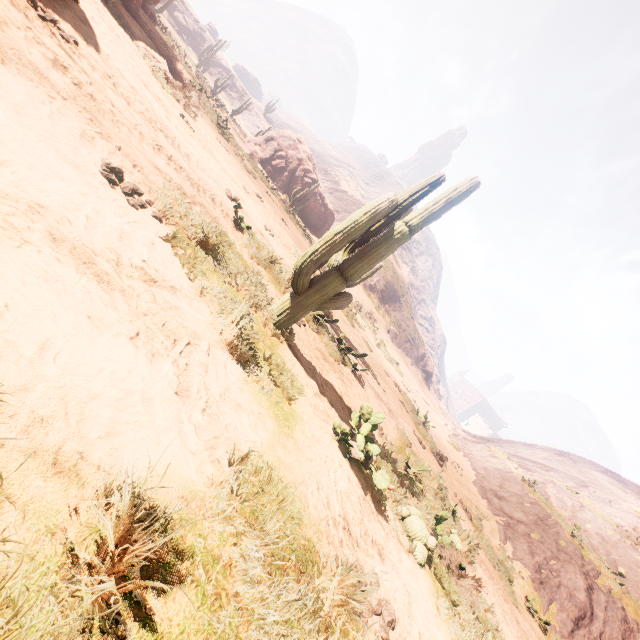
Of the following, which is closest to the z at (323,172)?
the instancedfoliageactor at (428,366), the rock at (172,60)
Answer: the instancedfoliageactor at (428,366)

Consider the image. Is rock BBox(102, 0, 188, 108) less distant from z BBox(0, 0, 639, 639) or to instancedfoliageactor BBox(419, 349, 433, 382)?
z BBox(0, 0, 639, 639)

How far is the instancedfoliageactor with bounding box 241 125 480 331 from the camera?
4.3 meters

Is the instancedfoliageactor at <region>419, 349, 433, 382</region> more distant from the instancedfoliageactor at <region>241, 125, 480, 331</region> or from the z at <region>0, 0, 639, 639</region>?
the instancedfoliageactor at <region>241, 125, 480, 331</region>

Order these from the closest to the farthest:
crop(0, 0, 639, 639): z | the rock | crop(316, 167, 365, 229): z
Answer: crop(0, 0, 639, 639): z, the rock, crop(316, 167, 365, 229): z

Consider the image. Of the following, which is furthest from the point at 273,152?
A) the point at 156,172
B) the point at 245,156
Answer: the point at 156,172

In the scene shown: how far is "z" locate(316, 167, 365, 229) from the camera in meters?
51.2 m

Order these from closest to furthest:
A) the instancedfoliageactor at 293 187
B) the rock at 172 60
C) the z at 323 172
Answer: the instancedfoliageactor at 293 187 → the rock at 172 60 → the z at 323 172
